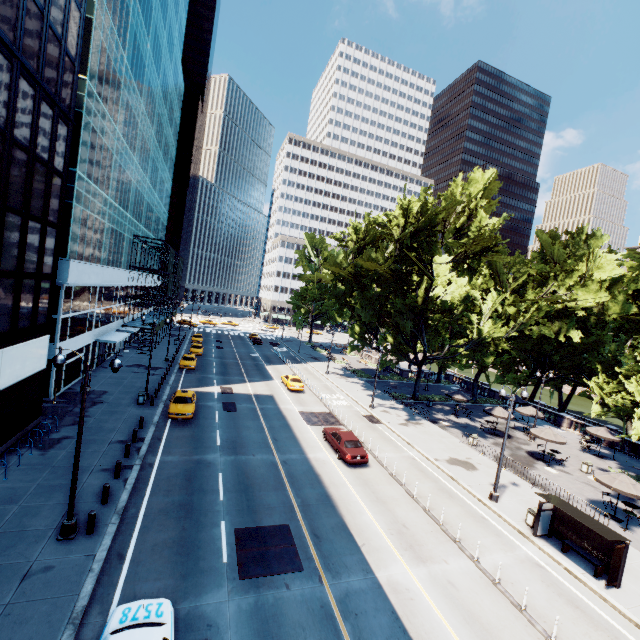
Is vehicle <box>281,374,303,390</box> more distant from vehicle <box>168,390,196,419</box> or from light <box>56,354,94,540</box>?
light <box>56,354,94,540</box>

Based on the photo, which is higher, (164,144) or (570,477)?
(164,144)

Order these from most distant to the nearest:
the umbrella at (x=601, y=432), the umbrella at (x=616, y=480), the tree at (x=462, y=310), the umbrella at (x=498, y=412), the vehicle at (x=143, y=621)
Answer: the umbrella at (x=498, y=412)
the umbrella at (x=601, y=432)
the tree at (x=462, y=310)
the umbrella at (x=616, y=480)
the vehicle at (x=143, y=621)

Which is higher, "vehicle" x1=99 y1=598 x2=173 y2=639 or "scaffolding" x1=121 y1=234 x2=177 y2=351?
"scaffolding" x1=121 y1=234 x2=177 y2=351

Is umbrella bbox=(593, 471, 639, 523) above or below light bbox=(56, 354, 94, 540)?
above

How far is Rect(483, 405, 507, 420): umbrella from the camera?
32.2m

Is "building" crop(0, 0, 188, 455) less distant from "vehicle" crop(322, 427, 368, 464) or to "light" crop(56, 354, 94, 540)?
"light" crop(56, 354, 94, 540)

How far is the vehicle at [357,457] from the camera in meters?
21.8 m
